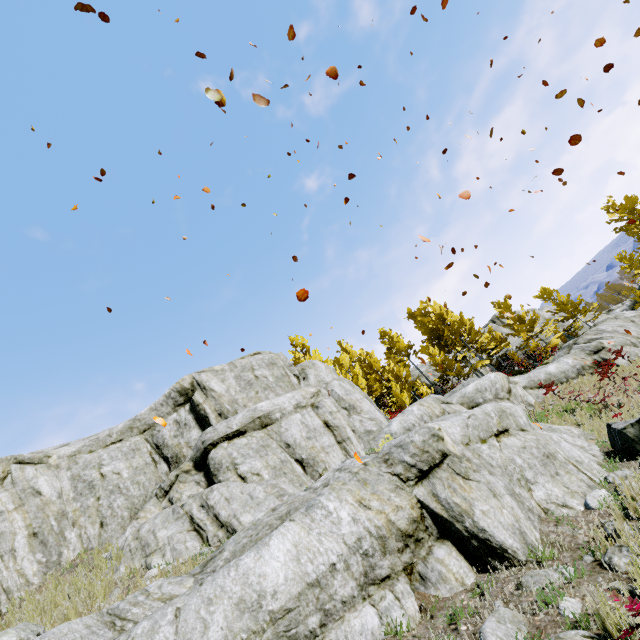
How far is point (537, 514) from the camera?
5.12m

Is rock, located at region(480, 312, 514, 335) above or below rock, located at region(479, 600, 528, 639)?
above

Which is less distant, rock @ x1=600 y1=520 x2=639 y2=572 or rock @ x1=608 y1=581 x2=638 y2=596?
rock @ x1=608 y1=581 x2=638 y2=596

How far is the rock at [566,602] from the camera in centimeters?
315cm

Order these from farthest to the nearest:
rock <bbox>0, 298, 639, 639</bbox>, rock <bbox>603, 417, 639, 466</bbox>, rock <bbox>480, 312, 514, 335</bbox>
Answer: rock <bbox>480, 312, 514, 335</bbox>
rock <bbox>603, 417, 639, 466</bbox>
rock <bbox>0, 298, 639, 639</bbox>
